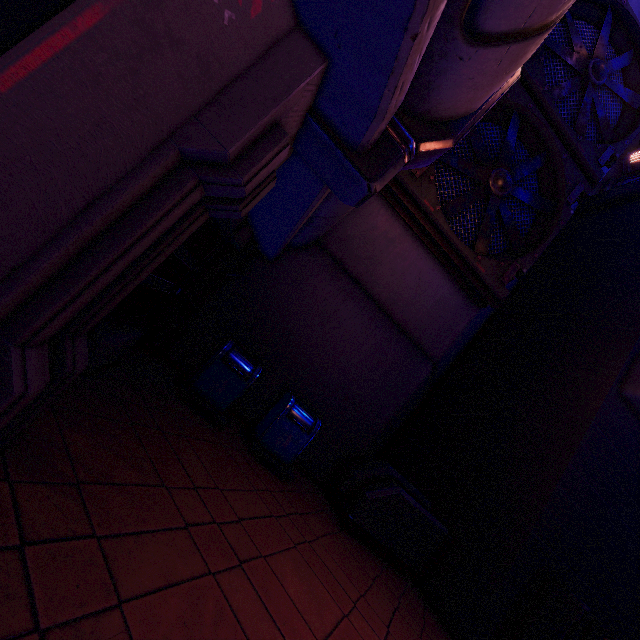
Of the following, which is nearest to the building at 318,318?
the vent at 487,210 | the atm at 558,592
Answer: the vent at 487,210

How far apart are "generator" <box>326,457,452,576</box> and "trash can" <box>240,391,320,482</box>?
1.1 meters

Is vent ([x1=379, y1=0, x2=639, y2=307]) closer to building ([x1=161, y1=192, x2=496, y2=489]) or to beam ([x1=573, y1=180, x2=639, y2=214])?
building ([x1=161, y1=192, x2=496, y2=489])

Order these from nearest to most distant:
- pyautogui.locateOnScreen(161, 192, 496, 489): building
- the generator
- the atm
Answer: the atm
the generator
pyautogui.locateOnScreen(161, 192, 496, 489): building

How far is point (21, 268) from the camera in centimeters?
137cm

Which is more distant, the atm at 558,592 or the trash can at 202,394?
the trash can at 202,394

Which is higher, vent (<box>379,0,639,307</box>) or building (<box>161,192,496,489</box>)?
vent (<box>379,0,639,307</box>)

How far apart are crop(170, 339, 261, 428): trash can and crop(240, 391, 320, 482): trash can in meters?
0.5
